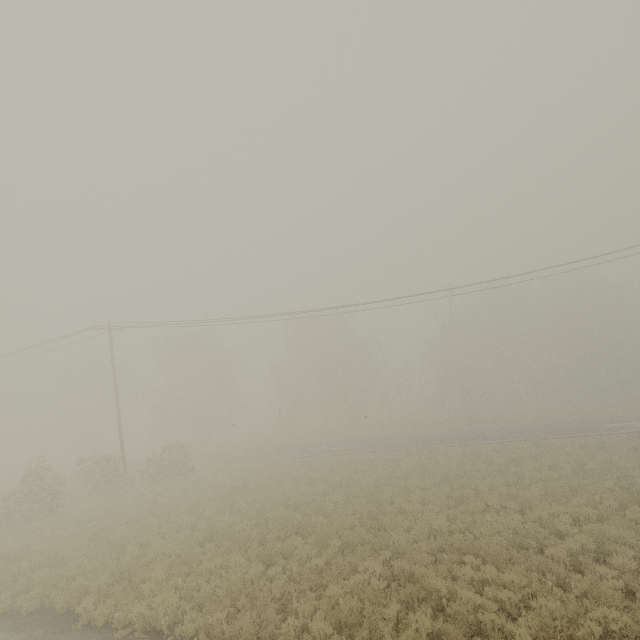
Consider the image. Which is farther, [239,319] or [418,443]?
[418,443]
